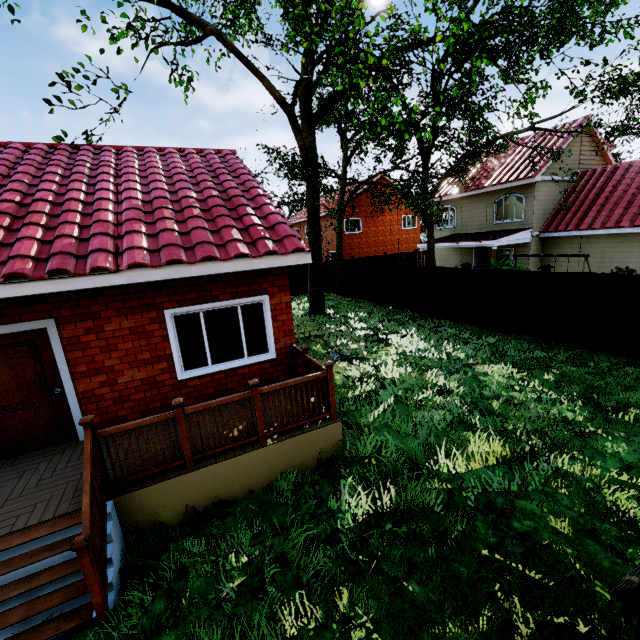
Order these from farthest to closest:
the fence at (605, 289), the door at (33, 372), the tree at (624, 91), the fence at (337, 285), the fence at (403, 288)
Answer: the fence at (337, 285)
the fence at (403, 288)
the tree at (624, 91)
the fence at (605, 289)
the door at (33, 372)

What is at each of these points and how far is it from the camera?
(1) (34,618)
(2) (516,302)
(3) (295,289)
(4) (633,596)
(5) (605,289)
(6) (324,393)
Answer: (1) stairs, 3.4m
(2) fence, 11.2m
(3) fence, 24.8m
(4) fence post, 1.2m
(5) fence, 8.8m
(6) wooden rail, 5.5m

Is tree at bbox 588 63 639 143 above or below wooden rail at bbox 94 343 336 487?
above

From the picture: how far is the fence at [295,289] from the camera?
24.4 meters

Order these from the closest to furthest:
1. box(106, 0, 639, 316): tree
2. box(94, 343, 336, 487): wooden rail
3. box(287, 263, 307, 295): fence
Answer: box(94, 343, 336, 487): wooden rail → box(106, 0, 639, 316): tree → box(287, 263, 307, 295): fence

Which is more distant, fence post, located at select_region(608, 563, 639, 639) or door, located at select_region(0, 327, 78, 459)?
door, located at select_region(0, 327, 78, 459)

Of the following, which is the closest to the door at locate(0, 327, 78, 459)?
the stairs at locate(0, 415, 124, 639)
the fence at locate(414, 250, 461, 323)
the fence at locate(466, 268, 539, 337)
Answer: the stairs at locate(0, 415, 124, 639)

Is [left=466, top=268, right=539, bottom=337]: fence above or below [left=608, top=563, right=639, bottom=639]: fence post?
below
